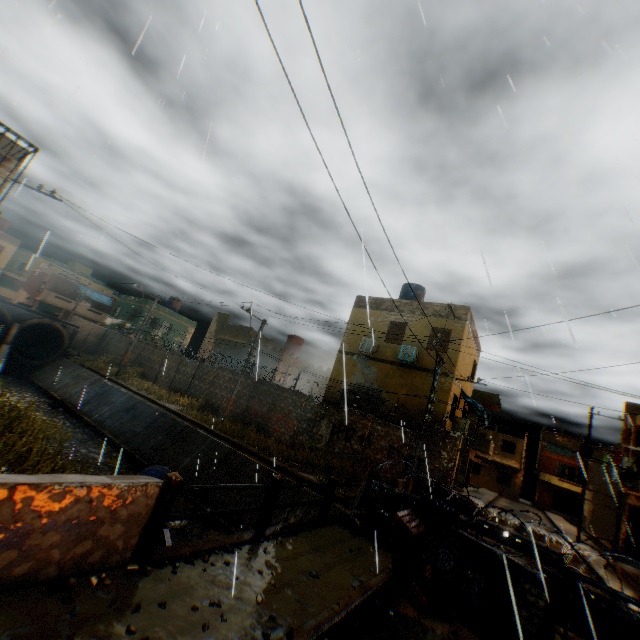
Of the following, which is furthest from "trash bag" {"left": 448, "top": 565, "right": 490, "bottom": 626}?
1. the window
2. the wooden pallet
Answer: the window

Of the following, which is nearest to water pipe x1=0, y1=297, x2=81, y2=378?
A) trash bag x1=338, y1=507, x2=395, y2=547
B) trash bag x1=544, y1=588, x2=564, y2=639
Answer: trash bag x1=338, y1=507, x2=395, y2=547

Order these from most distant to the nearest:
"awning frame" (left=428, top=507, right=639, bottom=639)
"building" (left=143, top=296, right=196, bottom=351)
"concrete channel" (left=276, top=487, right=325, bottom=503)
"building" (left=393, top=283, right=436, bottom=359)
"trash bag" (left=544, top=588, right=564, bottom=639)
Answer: "building" (left=143, top=296, right=196, bottom=351) → "building" (left=393, top=283, right=436, bottom=359) → "concrete channel" (left=276, top=487, right=325, bottom=503) → "trash bag" (left=544, top=588, right=564, bottom=639) → "awning frame" (left=428, top=507, right=639, bottom=639)

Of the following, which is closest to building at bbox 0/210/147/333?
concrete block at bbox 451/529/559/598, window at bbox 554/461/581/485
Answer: concrete block at bbox 451/529/559/598

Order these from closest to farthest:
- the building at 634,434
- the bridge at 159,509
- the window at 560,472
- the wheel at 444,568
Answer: the bridge at 159,509 → the wheel at 444,568 → the building at 634,434 → the window at 560,472

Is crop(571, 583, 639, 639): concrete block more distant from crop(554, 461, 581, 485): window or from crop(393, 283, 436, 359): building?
crop(554, 461, 581, 485): window

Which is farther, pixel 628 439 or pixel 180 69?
pixel 628 439

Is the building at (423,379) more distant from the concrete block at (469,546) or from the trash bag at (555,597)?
the trash bag at (555,597)
